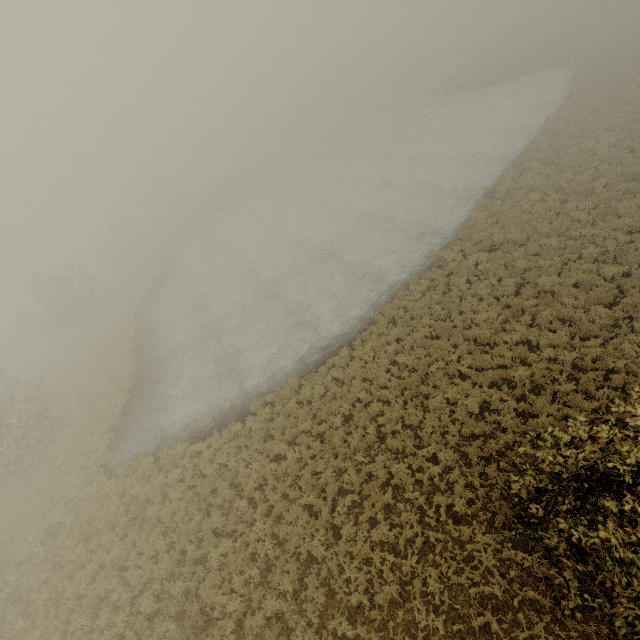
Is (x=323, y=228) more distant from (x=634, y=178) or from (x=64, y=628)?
(x=64, y=628)
